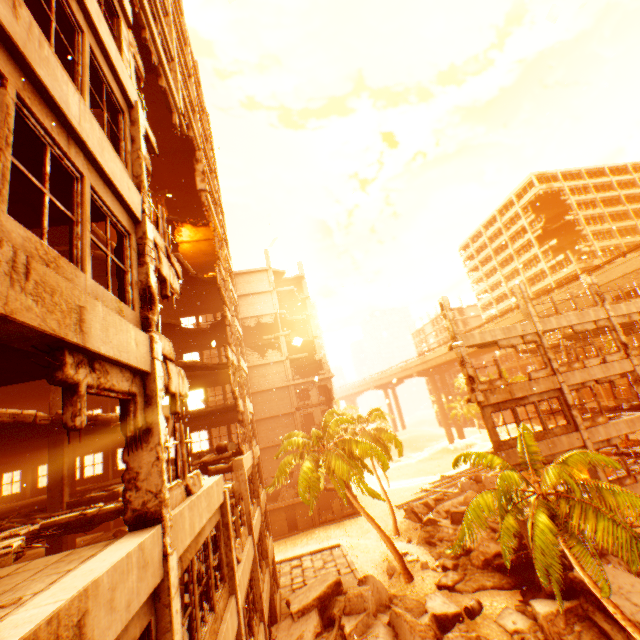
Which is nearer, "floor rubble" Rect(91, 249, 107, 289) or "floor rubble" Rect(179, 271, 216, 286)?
"floor rubble" Rect(91, 249, 107, 289)

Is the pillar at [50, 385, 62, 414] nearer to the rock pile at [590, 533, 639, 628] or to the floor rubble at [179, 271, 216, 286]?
the floor rubble at [179, 271, 216, 286]

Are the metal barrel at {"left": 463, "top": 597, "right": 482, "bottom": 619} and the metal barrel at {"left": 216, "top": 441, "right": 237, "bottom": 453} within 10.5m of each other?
no

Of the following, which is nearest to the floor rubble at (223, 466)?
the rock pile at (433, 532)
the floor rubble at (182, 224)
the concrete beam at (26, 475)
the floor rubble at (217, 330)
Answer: the floor rubble at (182, 224)

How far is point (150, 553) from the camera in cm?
434

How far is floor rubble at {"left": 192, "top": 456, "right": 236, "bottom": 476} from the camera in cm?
1418

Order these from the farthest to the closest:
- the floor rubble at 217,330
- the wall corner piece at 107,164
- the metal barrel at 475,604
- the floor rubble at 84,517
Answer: the floor rubble at 217,330
the metal barrel at 475,604
the floor rubble at 84,517
the wall corner piece at 107,164

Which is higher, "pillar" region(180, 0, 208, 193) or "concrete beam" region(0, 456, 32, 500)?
"pillar" region(180, 0, 208, 193)
